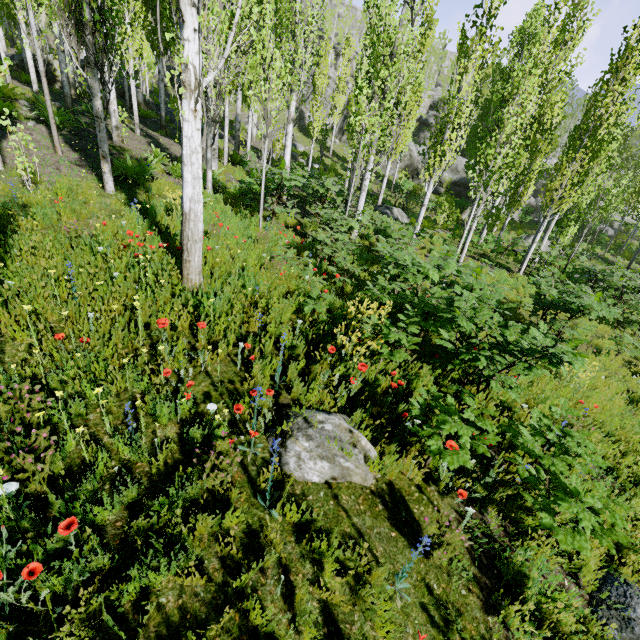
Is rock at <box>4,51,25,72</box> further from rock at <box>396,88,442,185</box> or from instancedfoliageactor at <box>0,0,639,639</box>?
rock at <box>396,88,442,185</box>

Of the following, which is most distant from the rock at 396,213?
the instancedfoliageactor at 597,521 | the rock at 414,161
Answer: the rock at 414,161

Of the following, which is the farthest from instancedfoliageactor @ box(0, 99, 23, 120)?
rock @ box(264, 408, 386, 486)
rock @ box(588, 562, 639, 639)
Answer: rock @ box(588, 562, 639, 639)

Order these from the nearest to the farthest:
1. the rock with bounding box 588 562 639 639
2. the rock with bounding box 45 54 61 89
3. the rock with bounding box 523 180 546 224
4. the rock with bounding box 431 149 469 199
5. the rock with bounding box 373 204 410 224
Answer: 1. the rock with bounding box 588 562 639 639
2. the rock with bounding box 373 204 410 224
3. the rock with bounding box 45 54 61 89
4. the rock with bounding box 523 180 546 224
5. the rock with bounding box 431 149 469 199

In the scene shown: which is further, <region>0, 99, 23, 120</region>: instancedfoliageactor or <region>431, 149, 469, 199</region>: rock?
<region>431, 149, 469, 199</region>: rock

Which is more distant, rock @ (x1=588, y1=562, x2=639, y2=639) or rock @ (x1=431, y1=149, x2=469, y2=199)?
rock @ (x1=431, y1=149, x2=469, y2=199)

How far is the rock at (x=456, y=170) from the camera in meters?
34.2

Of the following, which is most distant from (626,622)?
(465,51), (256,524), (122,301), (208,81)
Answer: (465,51)
